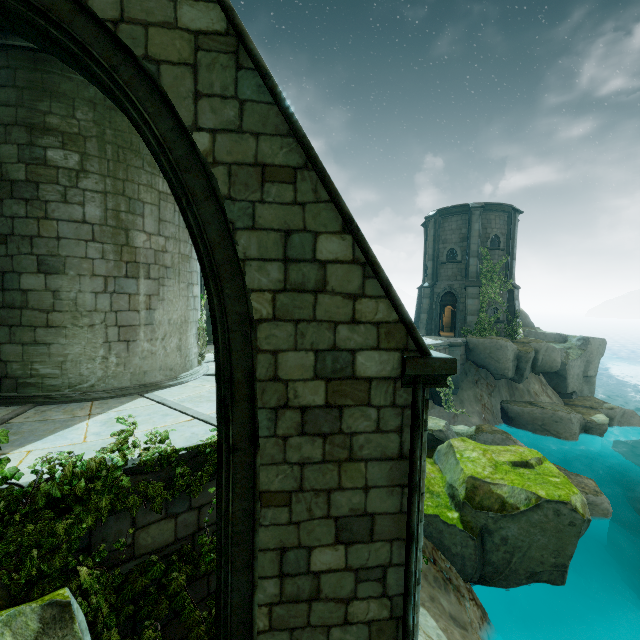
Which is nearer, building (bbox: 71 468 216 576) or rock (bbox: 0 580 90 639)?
rock (bbox: 0 580 90 639)

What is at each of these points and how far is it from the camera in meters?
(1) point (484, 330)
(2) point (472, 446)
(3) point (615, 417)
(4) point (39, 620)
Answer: (1) plant, 22.5
(2) rock, 9.9
(3) rock, 20.1
(4) rock, 2.7

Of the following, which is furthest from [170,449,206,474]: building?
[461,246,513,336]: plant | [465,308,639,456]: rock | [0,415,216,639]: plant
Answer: [461,246,513,336]: plant

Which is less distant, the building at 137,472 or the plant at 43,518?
the plant at 43,518

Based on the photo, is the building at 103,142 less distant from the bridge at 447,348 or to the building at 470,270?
the bridge at 447,348

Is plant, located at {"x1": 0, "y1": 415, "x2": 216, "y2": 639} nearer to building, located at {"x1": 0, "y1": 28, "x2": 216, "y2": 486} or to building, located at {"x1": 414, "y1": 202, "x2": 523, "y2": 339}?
building, located at {"x1": 0, "y1": 28, "x2": 216, "y2": 486}

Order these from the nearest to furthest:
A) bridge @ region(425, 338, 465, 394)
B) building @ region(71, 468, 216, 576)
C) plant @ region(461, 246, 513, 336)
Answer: building @ region(71, 468, 216, 576) < bridge @ region(425, 338, 465, 394) < plant @ region(461, 246, 513, 336)
